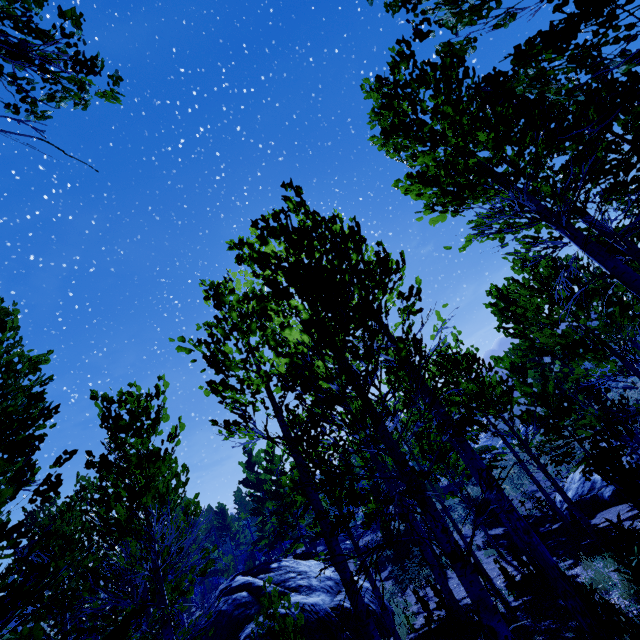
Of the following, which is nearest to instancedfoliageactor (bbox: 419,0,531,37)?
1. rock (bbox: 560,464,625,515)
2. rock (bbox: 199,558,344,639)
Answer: rock (bbox: 560,464,625,515)

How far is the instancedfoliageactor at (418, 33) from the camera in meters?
2.4

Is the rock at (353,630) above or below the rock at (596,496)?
above

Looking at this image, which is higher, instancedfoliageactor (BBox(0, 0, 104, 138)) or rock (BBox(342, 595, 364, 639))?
instancedfoliageactor (BBox(0, 0, 104, 138))

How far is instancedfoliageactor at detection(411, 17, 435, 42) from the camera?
2.45m

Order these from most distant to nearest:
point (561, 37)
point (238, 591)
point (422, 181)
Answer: point (238, 591)
point (422, 181)
point (561, 37)

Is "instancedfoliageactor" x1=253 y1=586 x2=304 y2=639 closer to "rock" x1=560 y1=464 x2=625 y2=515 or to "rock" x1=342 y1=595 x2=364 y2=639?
"rock" x1=560 y1=464 x2=625 y2=515
